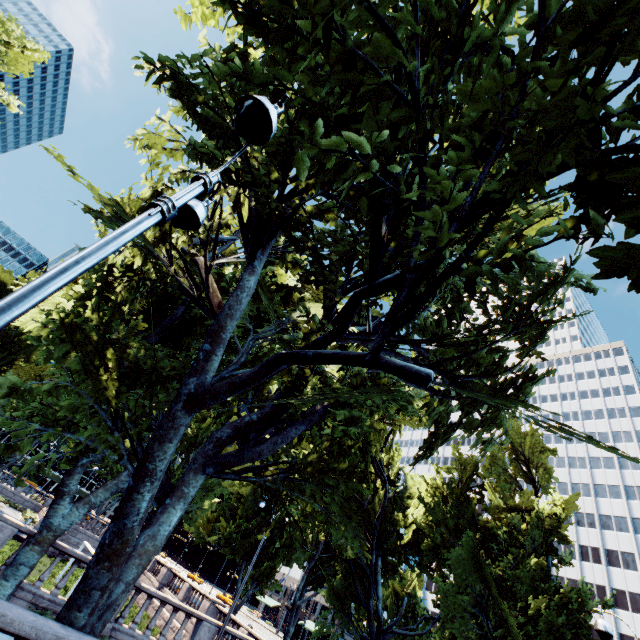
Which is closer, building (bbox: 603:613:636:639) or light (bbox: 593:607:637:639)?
light (bbox: 593:607:637:639)

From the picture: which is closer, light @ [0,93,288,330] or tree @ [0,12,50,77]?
light @ [0,93,288,330]

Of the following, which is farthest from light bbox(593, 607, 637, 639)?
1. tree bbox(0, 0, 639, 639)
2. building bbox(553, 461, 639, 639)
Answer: building bbox(553, 461, 639, 639)

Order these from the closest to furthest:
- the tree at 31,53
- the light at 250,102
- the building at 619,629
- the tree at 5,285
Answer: the light at 250,102, the tree at 5,285, the tree at 31,53, the building at 619,629

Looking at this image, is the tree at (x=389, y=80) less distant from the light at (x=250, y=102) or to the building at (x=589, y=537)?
the building at (x=589, y=537)

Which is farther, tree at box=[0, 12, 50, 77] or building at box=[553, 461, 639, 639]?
building at box=[553, 461, 639, 639]

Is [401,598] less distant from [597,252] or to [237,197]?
[237,197]
